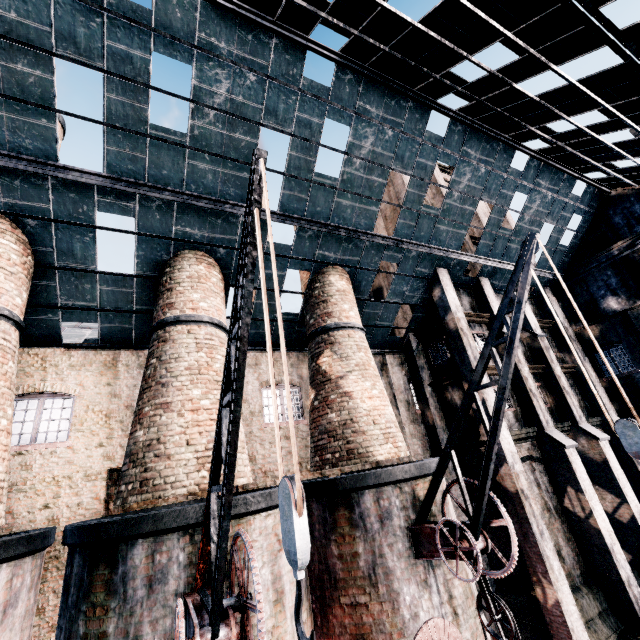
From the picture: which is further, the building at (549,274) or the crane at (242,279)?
the building at (549,274)

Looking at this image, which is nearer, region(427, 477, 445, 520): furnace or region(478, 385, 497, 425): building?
region(427, 477, 445, 520): furnace

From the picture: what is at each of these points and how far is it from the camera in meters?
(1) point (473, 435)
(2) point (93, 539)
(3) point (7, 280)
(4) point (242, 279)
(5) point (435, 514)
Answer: (1) building, 16.1 m
(2) furnace, 7.1 m
(3) chimney, 9.6 m
(4) crane, 4.5 m
(5) furnace, 10.1 m

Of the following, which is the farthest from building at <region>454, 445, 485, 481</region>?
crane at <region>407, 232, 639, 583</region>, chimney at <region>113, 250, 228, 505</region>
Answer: crane at <region>407, 232, 639, 583</region>

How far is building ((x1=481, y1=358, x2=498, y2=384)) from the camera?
15.4m

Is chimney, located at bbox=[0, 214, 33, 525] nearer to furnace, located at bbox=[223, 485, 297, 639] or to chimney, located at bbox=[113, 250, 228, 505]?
furnace, located at bbox=[223, 485, 297, 639]

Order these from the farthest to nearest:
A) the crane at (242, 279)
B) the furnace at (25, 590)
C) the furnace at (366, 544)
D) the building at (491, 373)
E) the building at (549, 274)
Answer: the building at (549, 274) → the building at (491, 373) → the furnace at (366, 544) → the furnace at (25, 590) → the crane at (242, 279)
